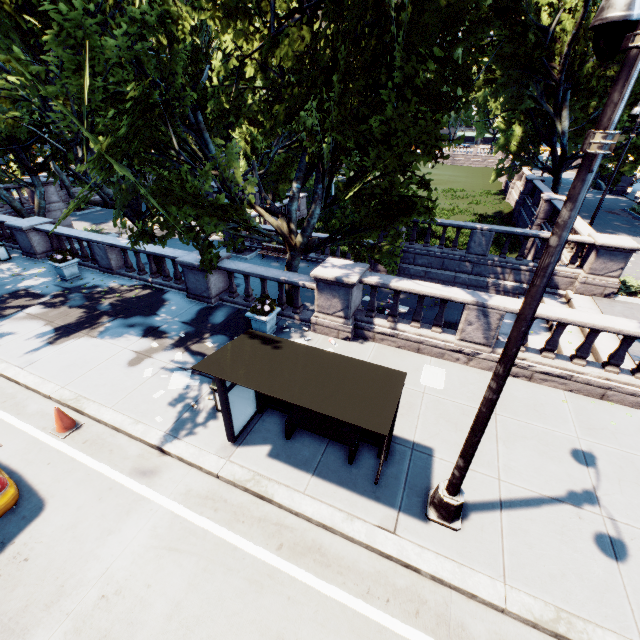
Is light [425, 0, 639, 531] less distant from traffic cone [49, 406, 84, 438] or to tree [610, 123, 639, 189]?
tree [610, 123, 639, 189]

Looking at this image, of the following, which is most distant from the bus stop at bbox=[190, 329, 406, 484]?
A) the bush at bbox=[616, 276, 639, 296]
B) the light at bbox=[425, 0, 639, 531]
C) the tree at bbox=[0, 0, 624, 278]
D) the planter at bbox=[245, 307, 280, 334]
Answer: the bush at bbox=[616, 276, 639, 296]

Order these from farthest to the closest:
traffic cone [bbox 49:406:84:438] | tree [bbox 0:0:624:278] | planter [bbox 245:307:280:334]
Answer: planter [bbox 245:307:280:334] < tree [bbox 0:0:624:278] < traffic cone [bbox 49:406:84:438]

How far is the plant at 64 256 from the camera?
13.1m

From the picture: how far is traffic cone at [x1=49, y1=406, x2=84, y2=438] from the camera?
7.2m

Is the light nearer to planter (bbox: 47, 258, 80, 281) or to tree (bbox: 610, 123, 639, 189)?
tree (bbox: 610, 123, 639, 189)

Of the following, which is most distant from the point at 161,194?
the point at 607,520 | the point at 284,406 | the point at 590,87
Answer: the point at 590,87

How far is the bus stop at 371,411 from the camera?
4.8m
